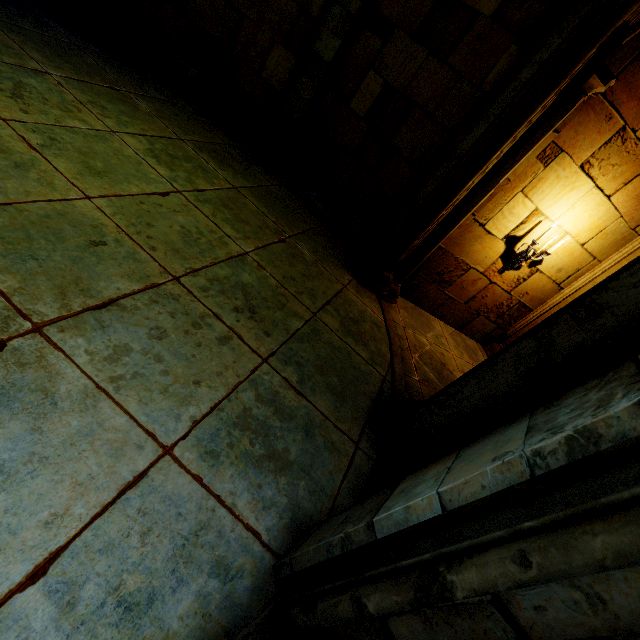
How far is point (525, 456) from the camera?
1.0m

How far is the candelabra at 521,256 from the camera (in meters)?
4.97

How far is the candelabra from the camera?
5.0 meters
